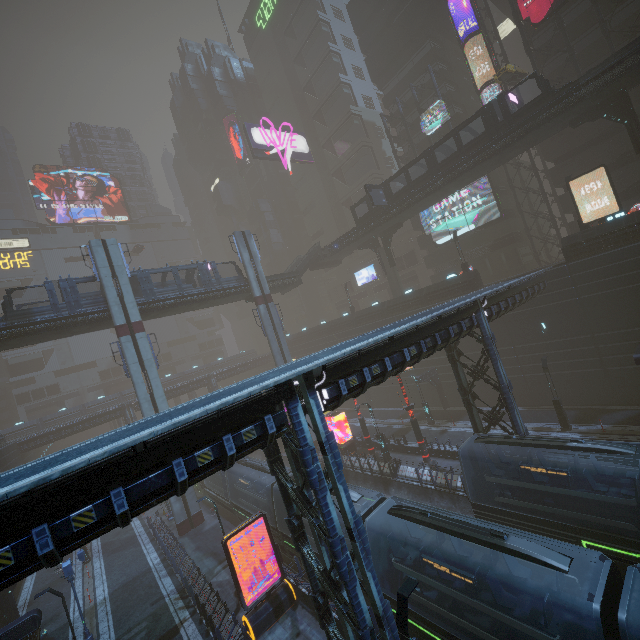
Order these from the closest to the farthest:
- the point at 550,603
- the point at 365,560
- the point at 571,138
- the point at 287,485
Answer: the point at 550,603
the point at 365,560
the point at 287,485
the point at 571,138

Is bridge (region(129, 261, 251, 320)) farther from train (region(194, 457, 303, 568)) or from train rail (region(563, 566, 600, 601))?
train rail (region(563, 566, 600, 601))

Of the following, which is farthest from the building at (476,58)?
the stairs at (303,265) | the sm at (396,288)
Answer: the stairs at (303,265)

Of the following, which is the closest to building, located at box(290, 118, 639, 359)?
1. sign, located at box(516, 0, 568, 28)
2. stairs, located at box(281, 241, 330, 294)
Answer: sign, located at box(516, 0, 568, 28)

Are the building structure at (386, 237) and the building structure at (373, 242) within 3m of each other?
yes

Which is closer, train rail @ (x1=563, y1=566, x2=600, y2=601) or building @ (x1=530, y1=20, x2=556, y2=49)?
train rail @ (x1=563, y1=566, x2=600, y2=601)

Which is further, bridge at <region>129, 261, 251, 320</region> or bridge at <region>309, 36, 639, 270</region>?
bridge at <region>129, 261, 251, 320</region>
